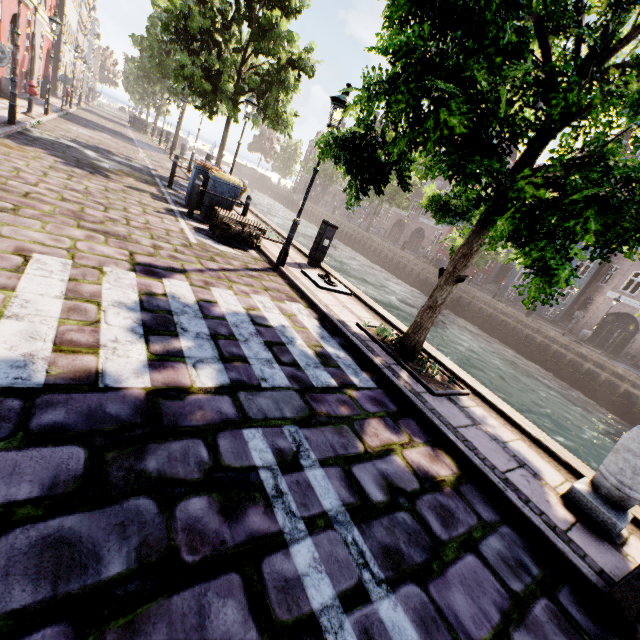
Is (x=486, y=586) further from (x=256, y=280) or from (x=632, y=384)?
(x=632, y=384)

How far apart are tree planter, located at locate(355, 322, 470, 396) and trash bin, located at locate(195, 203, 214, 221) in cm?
564

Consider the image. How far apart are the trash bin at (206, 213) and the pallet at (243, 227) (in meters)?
0.67

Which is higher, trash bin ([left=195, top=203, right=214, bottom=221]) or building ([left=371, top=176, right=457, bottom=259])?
building ([left=371, top=176, right=457, bottom=259])

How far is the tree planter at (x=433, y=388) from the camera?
4.75m

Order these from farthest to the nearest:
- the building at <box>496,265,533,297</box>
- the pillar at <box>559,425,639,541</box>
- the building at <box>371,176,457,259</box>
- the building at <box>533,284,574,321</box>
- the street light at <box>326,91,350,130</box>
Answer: the building at <box>371,176,457,259</box> → the building at <box>496,265,533,297</box> → the building at <box>533,284,574,321</box> → the street light at <box>326,91,350,130</box> → the pillar at <box>559,425,639,541</box>

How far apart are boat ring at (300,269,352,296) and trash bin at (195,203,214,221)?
Result: 3.2 meters

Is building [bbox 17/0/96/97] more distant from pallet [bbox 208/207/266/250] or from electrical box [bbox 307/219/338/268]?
pallet [bbox 208/207/266/250]
